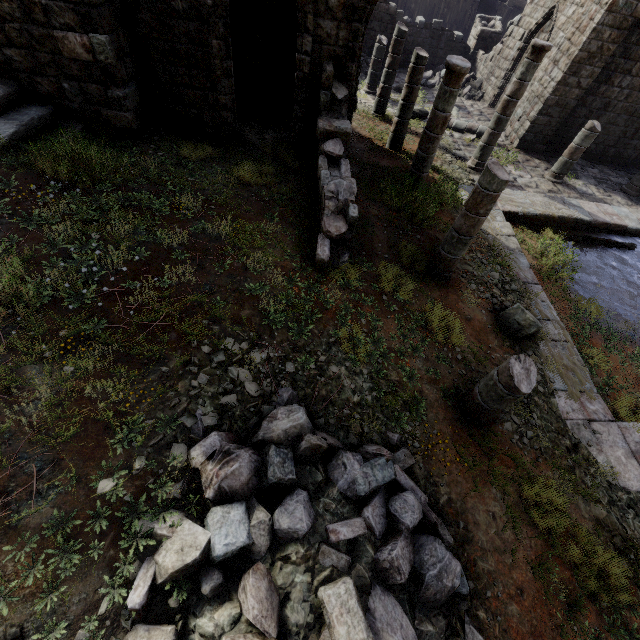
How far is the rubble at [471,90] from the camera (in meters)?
17.80

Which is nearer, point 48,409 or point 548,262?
point 48,409

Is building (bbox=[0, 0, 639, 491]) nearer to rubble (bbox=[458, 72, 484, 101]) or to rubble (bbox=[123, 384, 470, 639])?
rubble (bbox=[458, 72, 484, 101])

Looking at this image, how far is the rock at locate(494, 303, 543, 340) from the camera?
6.9 meters

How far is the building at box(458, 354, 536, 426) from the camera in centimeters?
454cm

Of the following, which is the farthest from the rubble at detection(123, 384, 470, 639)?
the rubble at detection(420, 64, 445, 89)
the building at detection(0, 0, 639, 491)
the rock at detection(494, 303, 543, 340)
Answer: the rubble at detection(420, 64, 445, 89)

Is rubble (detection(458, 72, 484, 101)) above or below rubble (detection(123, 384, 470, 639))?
below
